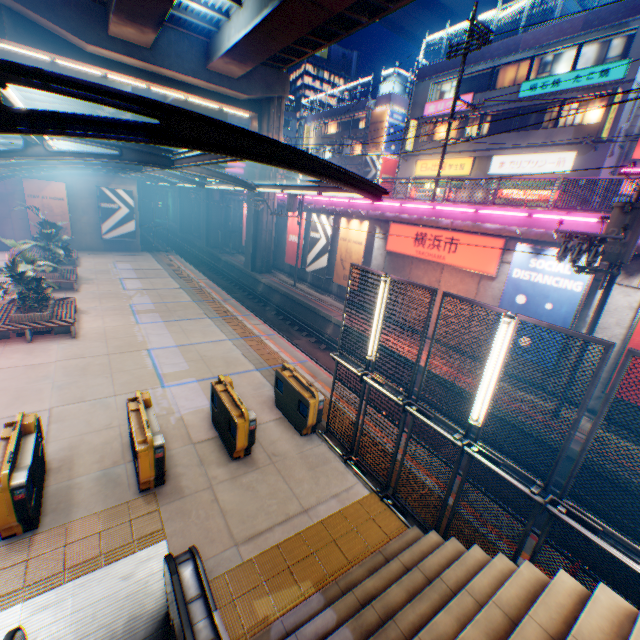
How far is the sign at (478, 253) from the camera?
14.1 meters

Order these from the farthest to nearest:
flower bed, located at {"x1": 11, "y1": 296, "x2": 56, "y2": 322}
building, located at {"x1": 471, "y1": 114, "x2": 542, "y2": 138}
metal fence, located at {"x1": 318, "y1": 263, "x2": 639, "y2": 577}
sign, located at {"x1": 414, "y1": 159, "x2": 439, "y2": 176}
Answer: sign, located at {"x1": 414, "y1": 159, "x2": 439, "y2": 176} < building, located at {"x1": 471, "y1": 114, "x2": 542, "y2": 138} < flower bed, located at {"x1": 11, "y1": 296, "x2": 56, "y2": 322} < metal fence, located at {"x1": 318, "y1": 263, "x2": 639, "y2": 577}

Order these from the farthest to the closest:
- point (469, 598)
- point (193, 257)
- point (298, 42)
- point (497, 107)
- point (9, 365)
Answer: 1. point (193, 257)
2. point (497, 107)
3. point (298, 42)
4. point (9, 365)
5. point (469, 598)

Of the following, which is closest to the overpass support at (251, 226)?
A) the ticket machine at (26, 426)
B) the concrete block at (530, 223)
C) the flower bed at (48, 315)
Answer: the concrete block at (530, 223)

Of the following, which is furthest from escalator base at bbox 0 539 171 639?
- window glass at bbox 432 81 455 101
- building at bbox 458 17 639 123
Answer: window glass at bbox 432 81 455 101

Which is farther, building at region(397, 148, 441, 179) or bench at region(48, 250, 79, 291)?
building at region(397, 148, 441, 179)

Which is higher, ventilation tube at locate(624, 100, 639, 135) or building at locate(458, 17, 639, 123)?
building at locate(458, 17, 639, 123)

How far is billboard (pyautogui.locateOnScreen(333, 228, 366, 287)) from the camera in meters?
20.0
